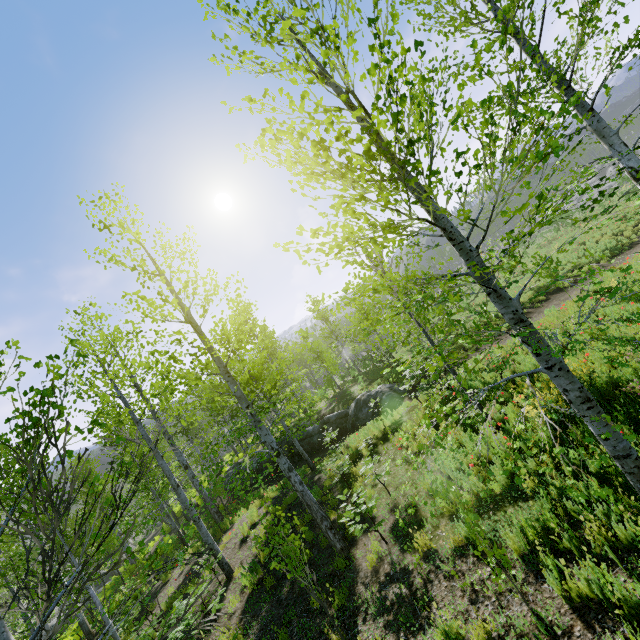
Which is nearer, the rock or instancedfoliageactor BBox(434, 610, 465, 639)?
instancedfoliageactor BBox(434, 610, 465, 639)

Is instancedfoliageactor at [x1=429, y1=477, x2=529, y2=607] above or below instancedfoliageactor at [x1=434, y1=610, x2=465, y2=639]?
above

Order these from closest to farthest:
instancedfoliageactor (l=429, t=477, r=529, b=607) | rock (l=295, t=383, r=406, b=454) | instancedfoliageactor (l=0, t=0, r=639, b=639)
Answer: instancedfoliageactor (l=0, t=0, r=639, b=639) < instancedfoliageactor (l=429, t=477, r=529, b=607) < rock (l=295, t=383, r=406, b=454)

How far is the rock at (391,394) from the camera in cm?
1677

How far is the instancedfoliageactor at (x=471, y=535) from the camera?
3.4m

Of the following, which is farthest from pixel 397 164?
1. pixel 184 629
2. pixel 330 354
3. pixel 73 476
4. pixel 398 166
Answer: pixel 330 354
